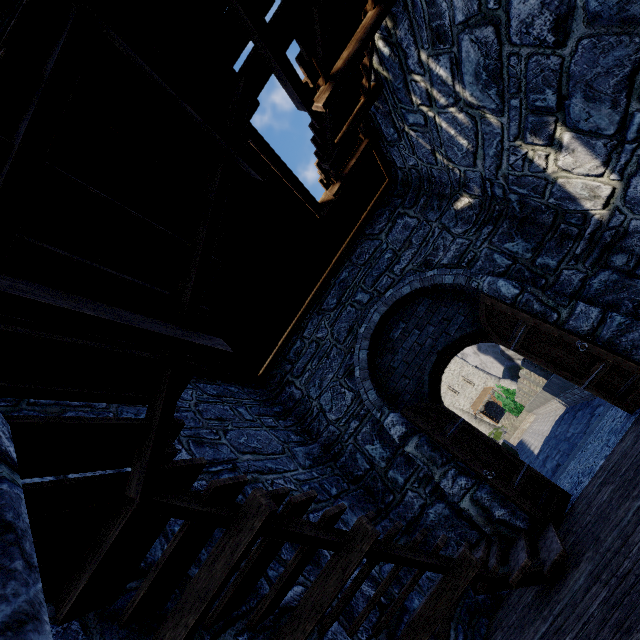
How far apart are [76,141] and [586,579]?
5.1 meters

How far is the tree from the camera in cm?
3312

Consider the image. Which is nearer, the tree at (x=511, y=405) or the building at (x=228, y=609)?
A: the building at (x=228, y=609)

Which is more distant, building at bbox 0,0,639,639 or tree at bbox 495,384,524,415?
tree at bbox 495,384,524,415

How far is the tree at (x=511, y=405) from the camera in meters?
33.1 m
